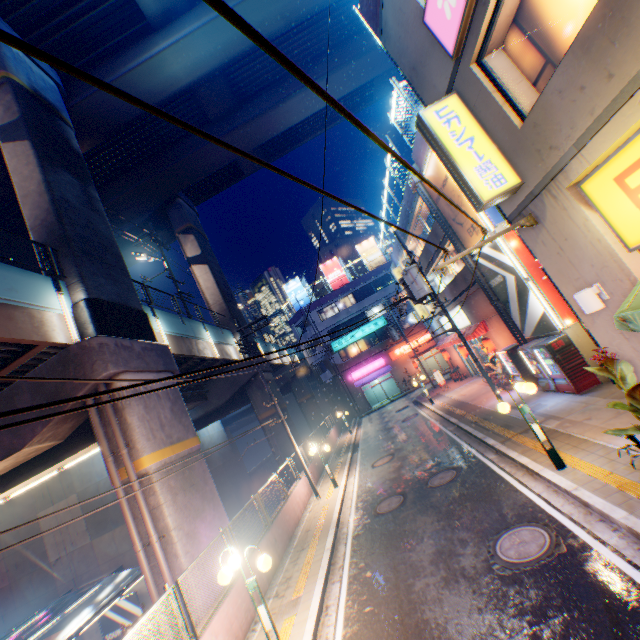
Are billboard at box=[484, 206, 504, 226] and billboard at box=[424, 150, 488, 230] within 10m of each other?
yes

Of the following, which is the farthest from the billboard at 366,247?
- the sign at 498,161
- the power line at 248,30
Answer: the sign at 498,161

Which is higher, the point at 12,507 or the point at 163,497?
the point at 12,507

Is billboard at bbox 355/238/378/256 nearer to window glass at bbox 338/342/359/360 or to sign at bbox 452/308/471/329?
window glass at bbox 338/342/359/360

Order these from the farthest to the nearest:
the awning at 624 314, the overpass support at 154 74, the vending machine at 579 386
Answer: the overpass support at 154 74 → the vending machine at 579 386 → the awning at 624 314

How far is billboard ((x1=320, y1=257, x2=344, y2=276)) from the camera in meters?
45.3 m

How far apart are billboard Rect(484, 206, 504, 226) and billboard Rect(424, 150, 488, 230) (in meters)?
0.15

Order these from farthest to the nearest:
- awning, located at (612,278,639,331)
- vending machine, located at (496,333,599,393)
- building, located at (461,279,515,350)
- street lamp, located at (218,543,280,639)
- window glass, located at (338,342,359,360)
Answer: window glass, located at (338,342,359,360) < building, located at (461,279,515,350) < vending machine, located at (496,333,599,393) < street lamp, located at (218,543,280,639) < awning, located at (612,278,639,331)
